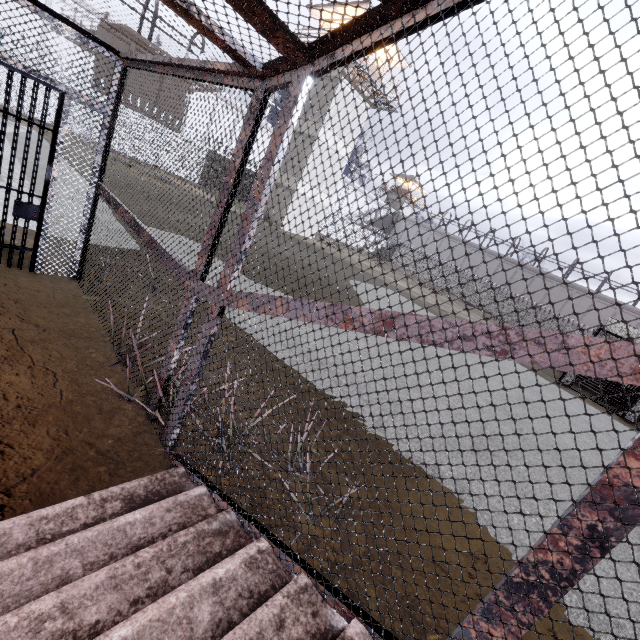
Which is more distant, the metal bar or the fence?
the fence

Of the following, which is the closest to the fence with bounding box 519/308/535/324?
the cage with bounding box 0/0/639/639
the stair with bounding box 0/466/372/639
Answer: the cage with bounding box 0/0/639/639

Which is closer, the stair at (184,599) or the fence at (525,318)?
the stair at (184,599)

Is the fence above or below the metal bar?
above

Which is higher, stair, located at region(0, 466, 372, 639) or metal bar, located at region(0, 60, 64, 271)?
metal bar, located at region(0, 60, 64, 271)

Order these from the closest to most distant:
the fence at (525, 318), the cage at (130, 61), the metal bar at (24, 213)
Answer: the cage at (130, 61), the metal bar at (24, 213), the fence at (525, 318)

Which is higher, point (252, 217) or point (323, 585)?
point (252, 217)
